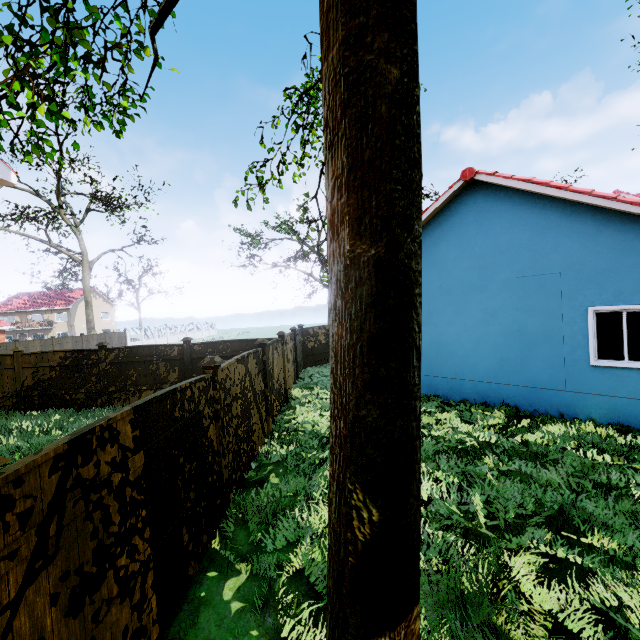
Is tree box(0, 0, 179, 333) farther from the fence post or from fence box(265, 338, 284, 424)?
the fence post

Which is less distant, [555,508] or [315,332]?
[555,508]

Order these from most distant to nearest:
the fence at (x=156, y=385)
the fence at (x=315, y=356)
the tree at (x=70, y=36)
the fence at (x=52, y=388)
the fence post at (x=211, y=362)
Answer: the fence at (x=315, y=356) → the fence at (x=52, y=388) → the fence post at (x=211, y=362) → the tree at (x=70, y=36) → the fence at (x=156, y=385)

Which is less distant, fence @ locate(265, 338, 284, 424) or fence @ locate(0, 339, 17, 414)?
fence @ locate(265, 338, 284, 424)

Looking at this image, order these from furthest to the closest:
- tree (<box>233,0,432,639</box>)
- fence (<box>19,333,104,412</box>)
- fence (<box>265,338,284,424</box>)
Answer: fence (<box>19,333,104,412</box>)
fence (<box>265,338,284,424</box>)
tree (<box>233,0,432,639</box>)

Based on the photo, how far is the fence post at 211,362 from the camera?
4.8m

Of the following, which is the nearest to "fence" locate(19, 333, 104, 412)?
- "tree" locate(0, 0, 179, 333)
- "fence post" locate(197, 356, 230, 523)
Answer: "fence post" locate(197, 356, 230, 523)
